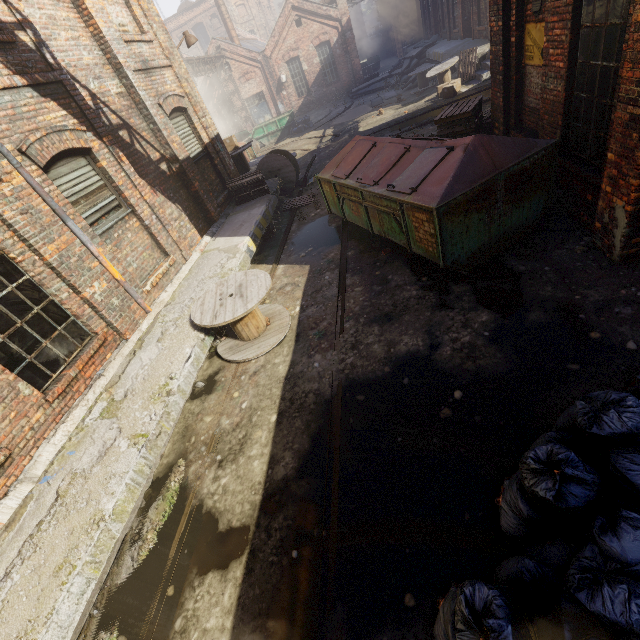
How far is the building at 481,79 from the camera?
14.2 meters

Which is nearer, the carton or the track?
the track

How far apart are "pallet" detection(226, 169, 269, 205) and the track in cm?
765

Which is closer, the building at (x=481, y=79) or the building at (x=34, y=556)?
the building at (x=34, y=556)

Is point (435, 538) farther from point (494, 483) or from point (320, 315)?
point (320, 315)

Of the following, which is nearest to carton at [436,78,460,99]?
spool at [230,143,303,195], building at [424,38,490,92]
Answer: building at [424,38,490,92]

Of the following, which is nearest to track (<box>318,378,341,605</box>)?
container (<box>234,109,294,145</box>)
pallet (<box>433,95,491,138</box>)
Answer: pallet (<box>433,95,491,138</box>)

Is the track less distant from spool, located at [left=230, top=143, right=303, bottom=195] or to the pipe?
spool, located at [left=230, top=143, right=303, bottom=195]
